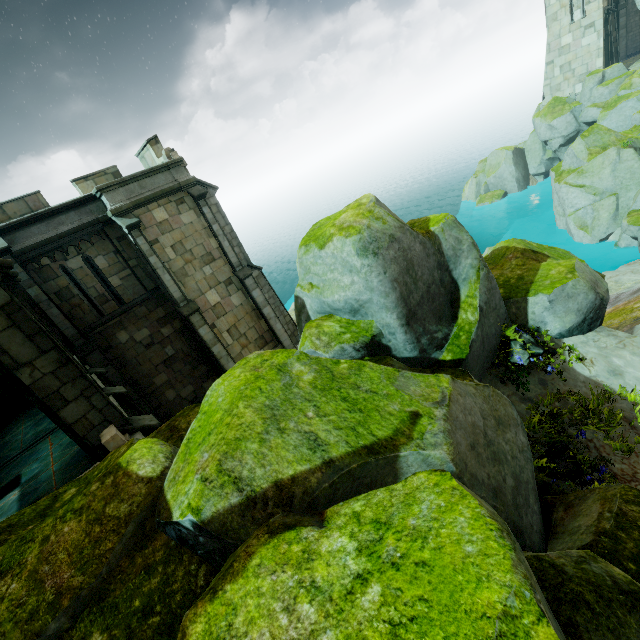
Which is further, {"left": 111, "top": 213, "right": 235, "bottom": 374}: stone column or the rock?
{"left": 111, "top": 213, "right": 235, "bottom": 374}: stone column

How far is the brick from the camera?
6.5 meters

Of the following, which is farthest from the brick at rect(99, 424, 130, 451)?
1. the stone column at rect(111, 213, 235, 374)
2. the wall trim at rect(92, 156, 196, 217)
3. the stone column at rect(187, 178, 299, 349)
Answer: the stone column at rect(187, 178, 299, 349)

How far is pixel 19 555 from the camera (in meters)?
3.36

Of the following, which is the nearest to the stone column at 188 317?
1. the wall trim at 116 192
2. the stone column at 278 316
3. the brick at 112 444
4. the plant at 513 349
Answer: the wall trim at 116 192

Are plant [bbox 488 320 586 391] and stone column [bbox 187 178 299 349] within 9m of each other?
no

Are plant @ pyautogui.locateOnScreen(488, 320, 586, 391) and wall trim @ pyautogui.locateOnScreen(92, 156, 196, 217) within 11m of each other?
no

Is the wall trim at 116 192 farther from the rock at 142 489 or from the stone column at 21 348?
the rock at 142 489
